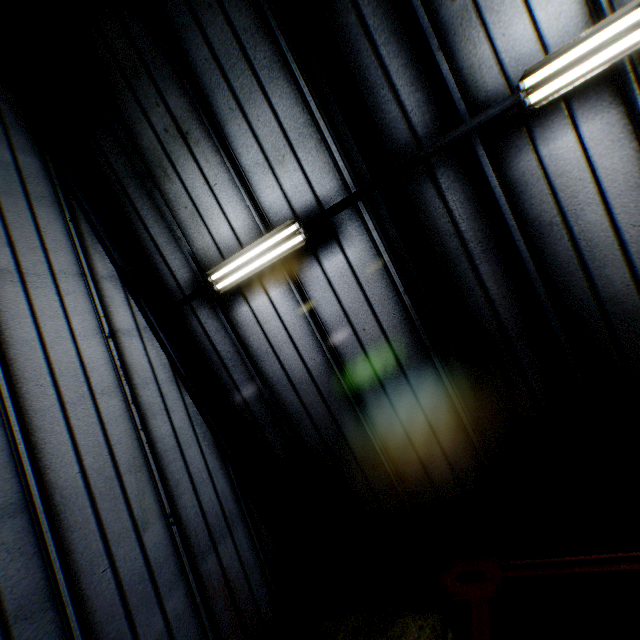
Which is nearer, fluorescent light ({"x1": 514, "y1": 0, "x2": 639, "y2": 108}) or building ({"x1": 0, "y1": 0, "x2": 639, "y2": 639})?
fluorescent light ({"x1": 514, "y1": 0, "x2": 639, "y2": 108})

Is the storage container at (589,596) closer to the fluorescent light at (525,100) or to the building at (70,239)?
the building at (70,239)

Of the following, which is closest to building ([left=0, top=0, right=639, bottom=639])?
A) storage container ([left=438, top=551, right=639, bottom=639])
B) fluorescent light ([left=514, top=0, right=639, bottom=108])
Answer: fluorescent light ([left=514, top=0, right=639, bottom=108])

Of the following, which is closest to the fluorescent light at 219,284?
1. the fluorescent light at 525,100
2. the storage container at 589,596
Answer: the fluorescent light at 525,100

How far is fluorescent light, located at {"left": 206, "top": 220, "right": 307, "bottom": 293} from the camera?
4.3 meters

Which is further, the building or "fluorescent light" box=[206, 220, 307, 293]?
"fluorescent light" box=[206, 220, 307, 293]

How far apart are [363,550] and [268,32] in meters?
8.2 m

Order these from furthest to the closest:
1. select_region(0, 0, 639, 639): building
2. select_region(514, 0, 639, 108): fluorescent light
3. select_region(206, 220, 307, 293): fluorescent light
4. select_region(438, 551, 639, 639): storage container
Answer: select_region(206, 220, 307, 293): fluorescent light → select_region(0, 0, 639, 639): building → select_region(514, 0, 639, 108): fluorescent light → select_region(438, 551, 639, 639): storage container
